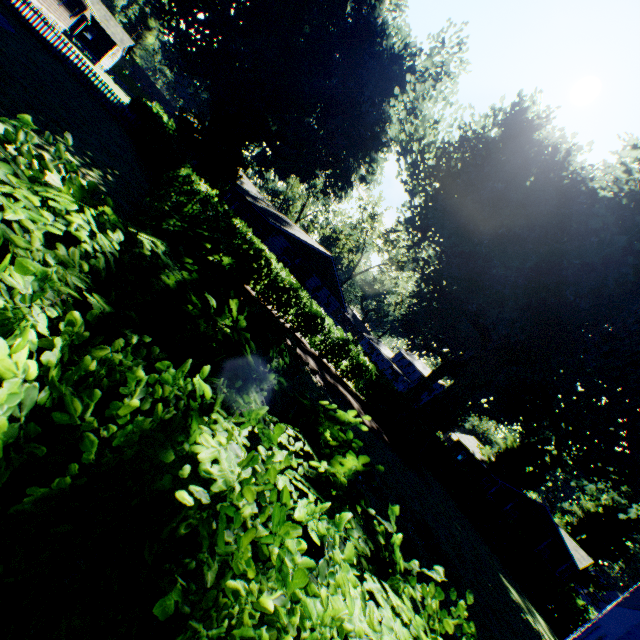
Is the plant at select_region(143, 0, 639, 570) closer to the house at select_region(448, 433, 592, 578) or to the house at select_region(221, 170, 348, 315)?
the house at select_region(448, 433, 592, 578)

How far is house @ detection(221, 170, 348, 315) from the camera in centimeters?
2641cm

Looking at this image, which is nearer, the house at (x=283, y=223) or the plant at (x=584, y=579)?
the house at (x=283, y=223)

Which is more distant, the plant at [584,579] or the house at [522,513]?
the plant at [584,579]

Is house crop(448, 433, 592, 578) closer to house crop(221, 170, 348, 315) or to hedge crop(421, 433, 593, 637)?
hedge crop(421, 433, 593, 637)

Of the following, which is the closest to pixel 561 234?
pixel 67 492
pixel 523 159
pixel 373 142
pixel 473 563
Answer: pixel 523 159

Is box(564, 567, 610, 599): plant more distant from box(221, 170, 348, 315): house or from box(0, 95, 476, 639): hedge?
box(0, 95, 476, 639): hedge

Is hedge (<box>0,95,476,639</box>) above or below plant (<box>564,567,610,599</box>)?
below
